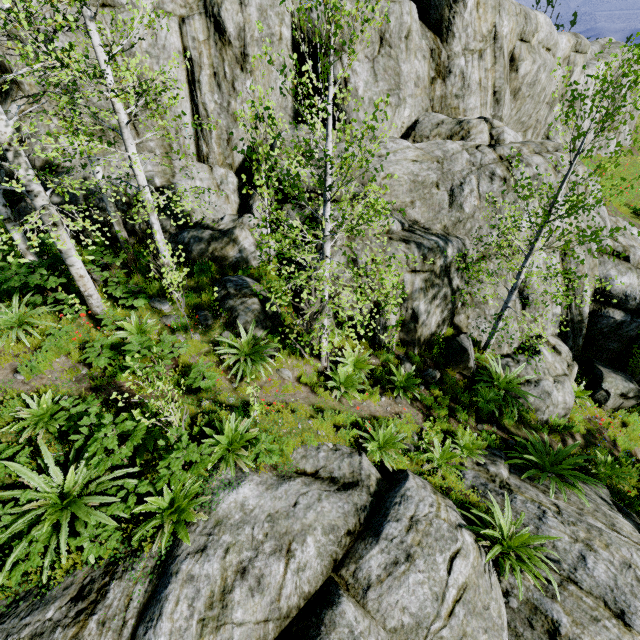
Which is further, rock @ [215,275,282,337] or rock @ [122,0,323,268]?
rock @ [122,0,323,268]

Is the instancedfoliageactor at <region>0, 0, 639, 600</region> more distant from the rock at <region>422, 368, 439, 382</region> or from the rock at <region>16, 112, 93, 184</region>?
the rock at <region>422, 368, 439, 382</region>

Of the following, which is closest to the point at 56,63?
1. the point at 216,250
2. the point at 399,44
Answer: the point at 216,250

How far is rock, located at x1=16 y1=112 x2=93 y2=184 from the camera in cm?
916

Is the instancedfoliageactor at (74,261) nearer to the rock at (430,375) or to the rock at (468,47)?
the rock at (468,47)

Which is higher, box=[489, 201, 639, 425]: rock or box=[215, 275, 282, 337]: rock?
box=[215, 275, 282, 337]: rock

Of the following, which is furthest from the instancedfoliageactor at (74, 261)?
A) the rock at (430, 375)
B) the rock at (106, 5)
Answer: the rock at (430, 375)

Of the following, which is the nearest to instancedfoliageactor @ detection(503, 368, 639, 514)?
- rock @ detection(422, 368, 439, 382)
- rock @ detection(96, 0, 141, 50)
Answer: rock @ detection(96, 0, 141, 50)
